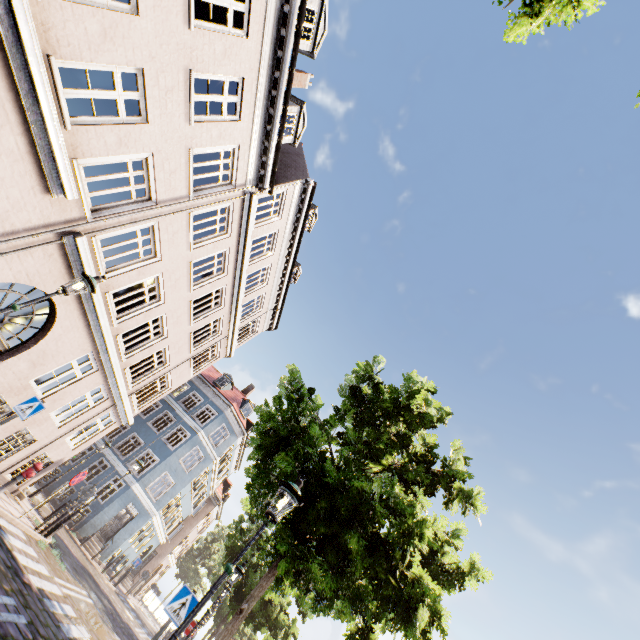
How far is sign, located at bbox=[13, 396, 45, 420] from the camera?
7.8m

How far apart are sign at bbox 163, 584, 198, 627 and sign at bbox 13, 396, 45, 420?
5.4 meters

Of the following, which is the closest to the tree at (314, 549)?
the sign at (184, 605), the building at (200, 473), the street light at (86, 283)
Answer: the sign at (184, 605)

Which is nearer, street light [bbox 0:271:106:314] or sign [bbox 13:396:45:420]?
street light [bbox 0:271:106:314]

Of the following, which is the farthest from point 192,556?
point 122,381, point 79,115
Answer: point 79,115

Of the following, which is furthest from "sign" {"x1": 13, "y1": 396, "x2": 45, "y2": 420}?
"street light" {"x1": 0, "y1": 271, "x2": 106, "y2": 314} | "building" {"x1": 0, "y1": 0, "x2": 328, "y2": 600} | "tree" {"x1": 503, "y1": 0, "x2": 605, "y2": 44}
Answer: "tree" {"x1": 503, "y1": 0, "x2": 605, "y2": 44}

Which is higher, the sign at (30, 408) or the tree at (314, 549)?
the tree at (314, 549)

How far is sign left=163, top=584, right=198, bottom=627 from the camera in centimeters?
614cm
